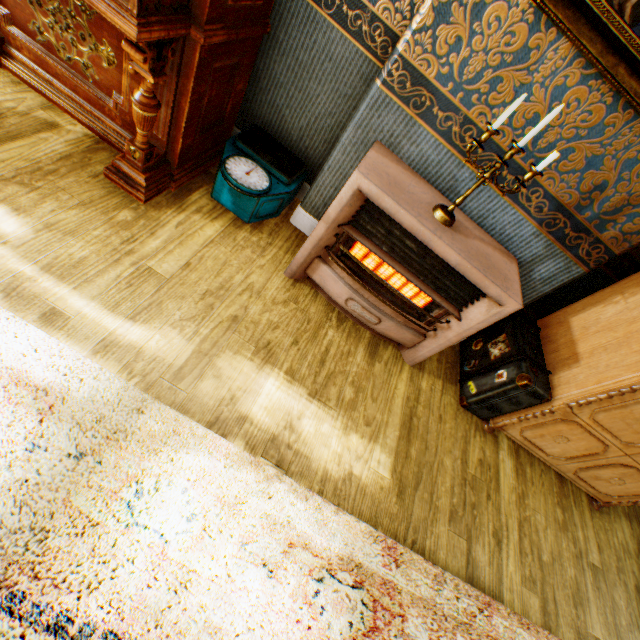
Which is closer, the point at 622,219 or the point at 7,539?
the point at 7,539

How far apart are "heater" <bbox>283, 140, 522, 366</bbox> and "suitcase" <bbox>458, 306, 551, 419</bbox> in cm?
44

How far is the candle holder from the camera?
1.43m

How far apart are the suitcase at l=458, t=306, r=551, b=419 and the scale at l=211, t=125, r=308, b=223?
1.9 meters

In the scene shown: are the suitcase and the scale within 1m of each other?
no

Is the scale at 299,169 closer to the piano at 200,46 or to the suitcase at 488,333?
the piano at 200,46

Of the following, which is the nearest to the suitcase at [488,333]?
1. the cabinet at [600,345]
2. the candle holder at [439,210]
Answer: the cabinet at [600,345]

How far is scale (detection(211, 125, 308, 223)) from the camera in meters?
2.1 m
